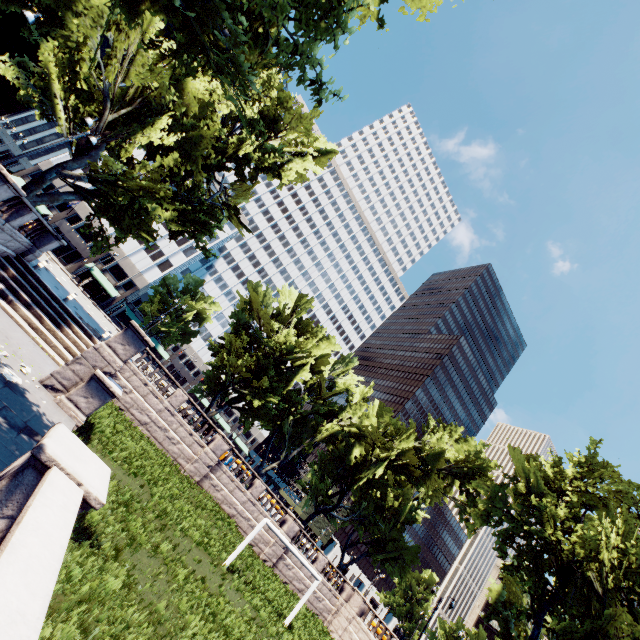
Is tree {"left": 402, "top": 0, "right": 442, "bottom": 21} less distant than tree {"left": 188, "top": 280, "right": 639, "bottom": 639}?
Yes

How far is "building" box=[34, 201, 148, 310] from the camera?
53.9m

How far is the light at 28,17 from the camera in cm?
1325

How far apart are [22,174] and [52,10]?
41.0m

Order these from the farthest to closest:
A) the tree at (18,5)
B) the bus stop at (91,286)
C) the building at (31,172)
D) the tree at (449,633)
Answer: the tree at (449,633) → the building at (31,172) → the bus stop at (91,286) → the tree at (18,5)

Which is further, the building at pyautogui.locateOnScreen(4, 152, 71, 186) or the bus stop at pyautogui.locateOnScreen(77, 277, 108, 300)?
the building at pyautogui.locateOnScreen(4, 152, 71, 186)

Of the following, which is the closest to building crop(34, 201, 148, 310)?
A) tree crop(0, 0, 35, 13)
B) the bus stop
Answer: tree crop(0, 0, 35, 13)
